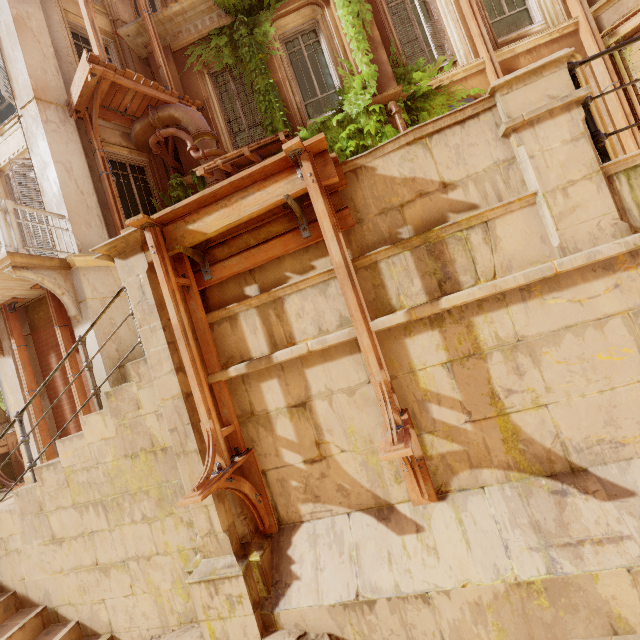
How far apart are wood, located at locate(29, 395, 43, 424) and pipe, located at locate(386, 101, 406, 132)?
9.5 meters

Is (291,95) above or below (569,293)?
above

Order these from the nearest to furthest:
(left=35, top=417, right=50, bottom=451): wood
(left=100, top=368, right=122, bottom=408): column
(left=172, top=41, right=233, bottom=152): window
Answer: (left=100, top=368, right=122, bottom=408): column
(left=35, top=417, right=50, bottom=451): wood
(left=172, top=41, right=233, bottom=152): window

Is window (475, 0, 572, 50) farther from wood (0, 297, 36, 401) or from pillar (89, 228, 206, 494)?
wood (0, 297, 36, 401)

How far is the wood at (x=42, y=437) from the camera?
7.16m

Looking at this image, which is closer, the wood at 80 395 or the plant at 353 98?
the wood at 80 395

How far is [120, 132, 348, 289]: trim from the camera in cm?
299

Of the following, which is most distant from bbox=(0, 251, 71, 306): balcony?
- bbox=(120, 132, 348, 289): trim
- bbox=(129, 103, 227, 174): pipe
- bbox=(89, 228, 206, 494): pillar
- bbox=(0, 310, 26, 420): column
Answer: bbox=(120, 132, 348, 289): trim
